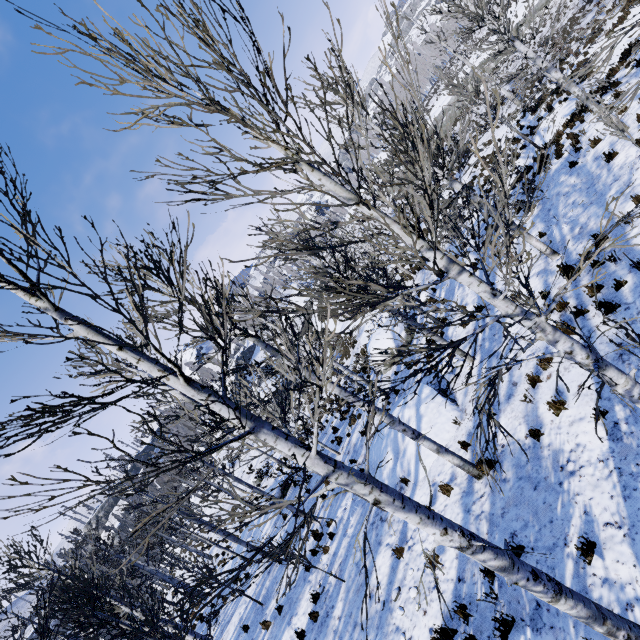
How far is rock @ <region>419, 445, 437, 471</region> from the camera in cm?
902

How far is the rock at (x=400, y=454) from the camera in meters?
9.6 m

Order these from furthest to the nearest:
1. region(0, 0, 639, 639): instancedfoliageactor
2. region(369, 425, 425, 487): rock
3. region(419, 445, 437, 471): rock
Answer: region(369, 425, 425, 487): rock < region(419, 445, 437, 471): rock < region(0, 0, 639, 639): instancedfoliageactor

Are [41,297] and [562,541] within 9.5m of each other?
yes

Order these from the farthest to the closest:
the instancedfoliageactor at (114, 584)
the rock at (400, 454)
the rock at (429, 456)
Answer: the rock at (400, 454), the rock at (429, 456), the instancedfoliageactor at (114, 584)

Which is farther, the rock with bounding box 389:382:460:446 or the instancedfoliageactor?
the rock with bounding box 389:382:460:446
